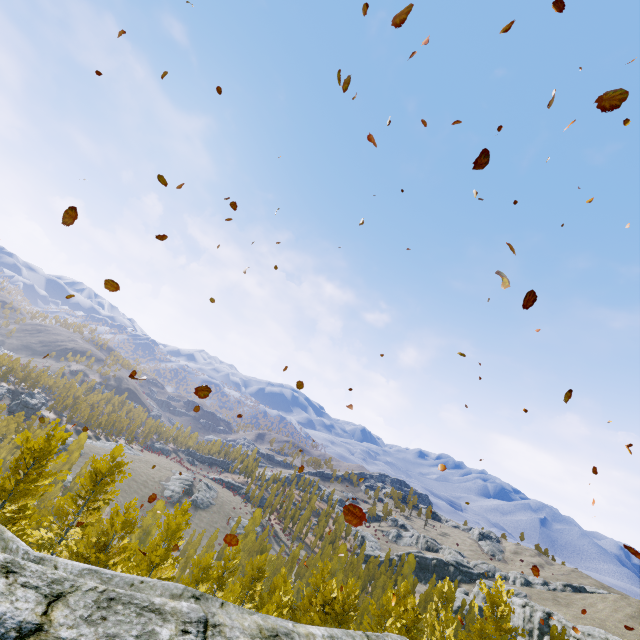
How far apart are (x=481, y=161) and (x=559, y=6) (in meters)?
5.72

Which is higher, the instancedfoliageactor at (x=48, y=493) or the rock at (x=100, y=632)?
the rock at (x=100, y=632)

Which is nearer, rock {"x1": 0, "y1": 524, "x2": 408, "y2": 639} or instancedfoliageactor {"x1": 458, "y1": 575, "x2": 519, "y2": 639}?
rock {"x1": 0, "y1": 524, "x2": 408, "y2": 639}

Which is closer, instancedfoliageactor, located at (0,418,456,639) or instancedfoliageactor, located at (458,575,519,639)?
instancedfoliageactor, located at (0,418,456,639)

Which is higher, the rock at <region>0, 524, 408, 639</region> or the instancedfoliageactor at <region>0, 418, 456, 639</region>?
the rock at <region>0, 524, 408, 639</region>

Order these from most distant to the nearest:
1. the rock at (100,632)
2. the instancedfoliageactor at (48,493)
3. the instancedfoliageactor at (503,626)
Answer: the instancedfoliageactor at (503,626)
the instancedfoliageactor at (48,493)
the rock at (100,632)

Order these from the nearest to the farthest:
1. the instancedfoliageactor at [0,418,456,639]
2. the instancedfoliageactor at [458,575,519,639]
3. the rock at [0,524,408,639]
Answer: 1. the rock at [0,524,408,639]
2. the instancedfoliageactor at [0,418,456,639]
3. the instancedfoliageactor at [458,575,519,639]
